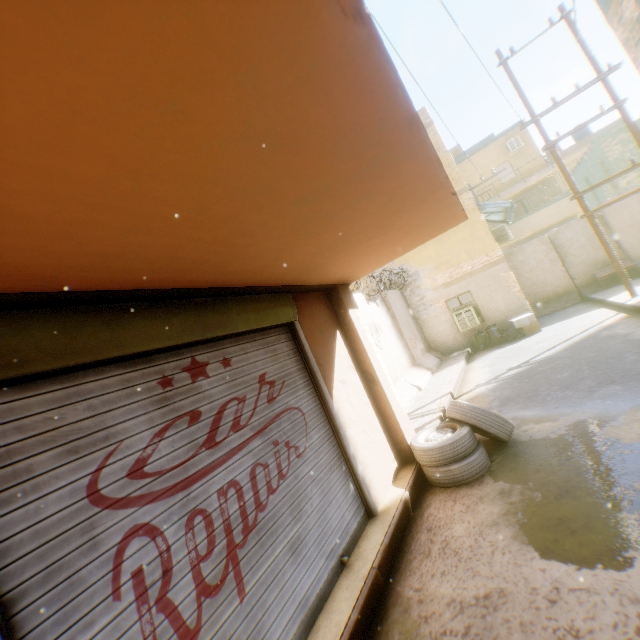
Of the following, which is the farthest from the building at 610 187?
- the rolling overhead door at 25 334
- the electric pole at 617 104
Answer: the electric pole at 617 104

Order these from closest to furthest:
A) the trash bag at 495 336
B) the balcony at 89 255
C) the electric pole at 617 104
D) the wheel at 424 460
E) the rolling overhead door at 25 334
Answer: the balcony at 89 255 → the rolling overhead door at 25 334 → the wheel at 424 460 → the electric pole at 617 104 → the trash bag at 495 336

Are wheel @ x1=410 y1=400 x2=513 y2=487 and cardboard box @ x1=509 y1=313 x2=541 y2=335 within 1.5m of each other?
no

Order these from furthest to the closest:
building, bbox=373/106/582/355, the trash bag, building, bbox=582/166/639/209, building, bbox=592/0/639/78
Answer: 1. building, bbox=582/166/639/209
2. building, bbox=373/106/582/355
3. the trash bag
4. building, bbox=592/0/639/78

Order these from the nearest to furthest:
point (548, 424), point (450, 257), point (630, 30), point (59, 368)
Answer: point (59, 368) < point (548, 424) < point (630, 30) < point (450, 257)

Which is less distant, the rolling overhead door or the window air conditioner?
the rolling overhead door

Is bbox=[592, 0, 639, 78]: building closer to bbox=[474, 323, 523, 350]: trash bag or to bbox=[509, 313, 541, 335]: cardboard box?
bbox=[474, 323, 523, 350]: trash bag

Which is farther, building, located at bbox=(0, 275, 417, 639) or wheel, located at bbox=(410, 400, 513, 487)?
wheel, located at bbox=(410, 400, 513, 487)
